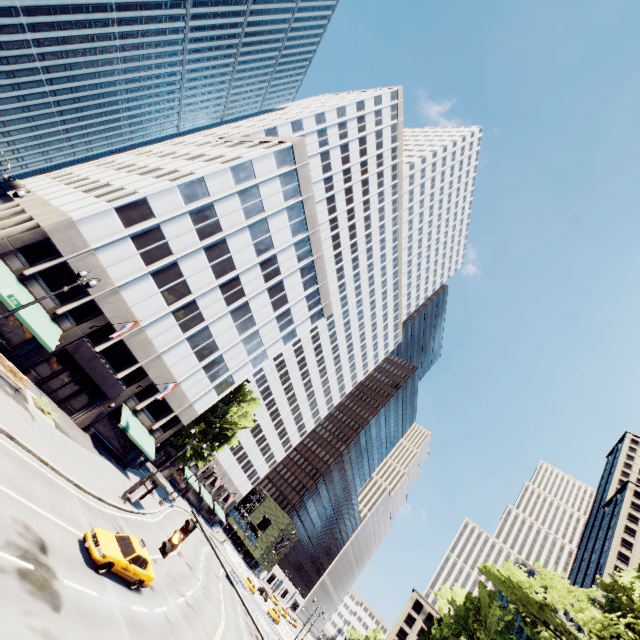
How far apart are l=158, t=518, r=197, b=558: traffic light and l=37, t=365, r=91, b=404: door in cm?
2686

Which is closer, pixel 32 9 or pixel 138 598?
pixel 138 598

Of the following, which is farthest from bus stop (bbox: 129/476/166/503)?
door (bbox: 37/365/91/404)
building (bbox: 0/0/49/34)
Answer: building (bbox: 0/0/49/34)

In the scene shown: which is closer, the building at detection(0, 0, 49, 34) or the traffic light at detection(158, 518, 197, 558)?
the traffic light at detection(158, 518, 197, 558)

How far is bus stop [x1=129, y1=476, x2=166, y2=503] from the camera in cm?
2739

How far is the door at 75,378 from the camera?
27.0m

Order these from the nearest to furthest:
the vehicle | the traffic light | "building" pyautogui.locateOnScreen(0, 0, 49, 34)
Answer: the traffic light
the vehicle
"building" pyautogui.locateOnScreen(0, 0, 49, 34)

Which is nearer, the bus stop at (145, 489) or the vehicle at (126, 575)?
the vehicle at (126, 575)
